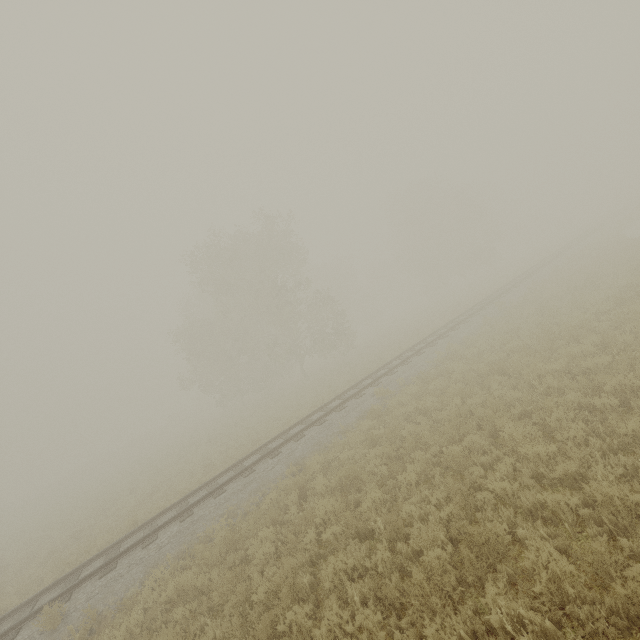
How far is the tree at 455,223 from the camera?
44.00m

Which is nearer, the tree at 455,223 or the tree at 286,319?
the tree at 286,319

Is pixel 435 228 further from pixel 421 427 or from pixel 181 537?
pixel 181 537

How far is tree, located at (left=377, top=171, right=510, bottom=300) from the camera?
44.0 meters

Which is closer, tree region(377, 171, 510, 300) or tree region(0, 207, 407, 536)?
tree region(0, 207, 407, 536)
